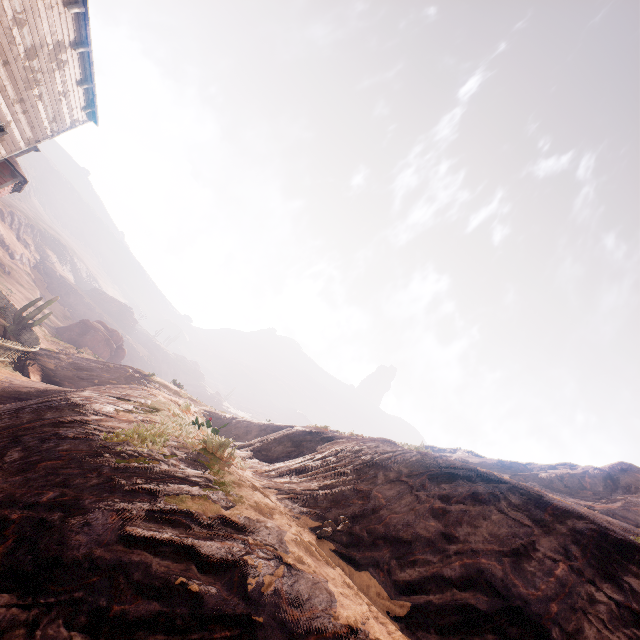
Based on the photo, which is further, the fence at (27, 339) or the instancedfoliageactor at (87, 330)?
the instancedfoliageactor at (87, 330)

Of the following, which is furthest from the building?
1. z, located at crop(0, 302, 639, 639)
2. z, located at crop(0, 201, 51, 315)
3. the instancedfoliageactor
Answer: z, located at crop(0, 201, 51, 315)

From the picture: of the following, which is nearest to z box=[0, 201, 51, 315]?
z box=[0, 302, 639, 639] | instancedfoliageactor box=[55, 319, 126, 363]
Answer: instancedfoliageactor box=[55, 319, 126, 363]

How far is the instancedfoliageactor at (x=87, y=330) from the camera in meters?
43.1 m

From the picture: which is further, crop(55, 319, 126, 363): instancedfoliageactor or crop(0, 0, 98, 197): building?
crop(55, 319, 126, 363): instancedfoliageactor

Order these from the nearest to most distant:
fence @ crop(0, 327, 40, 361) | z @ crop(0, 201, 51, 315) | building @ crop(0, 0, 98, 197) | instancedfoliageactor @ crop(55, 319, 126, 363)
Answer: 1. building @ crop(0, 0, 98, 197)
2. fence @ crop(0, 327, 40, 361)
3. z @ crop(0, 201, 51, 315)
4. instancedfoliageactor @ crop(55, 319, 126, 363)

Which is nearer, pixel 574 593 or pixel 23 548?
pixel 23 548

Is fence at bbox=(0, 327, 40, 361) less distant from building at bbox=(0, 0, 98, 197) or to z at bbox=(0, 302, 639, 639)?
z at bbox=(0, 302, 639, 639)
